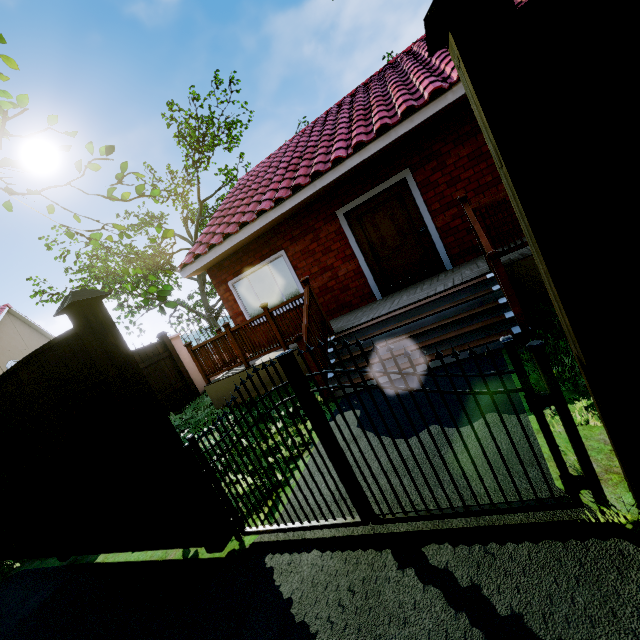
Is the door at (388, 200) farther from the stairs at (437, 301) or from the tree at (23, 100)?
the tree at (23, 100)

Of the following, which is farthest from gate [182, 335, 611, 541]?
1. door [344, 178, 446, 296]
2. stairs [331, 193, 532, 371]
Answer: door [344, 178, 446, 296]

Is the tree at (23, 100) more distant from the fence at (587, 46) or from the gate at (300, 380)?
the gate at (300, 380)

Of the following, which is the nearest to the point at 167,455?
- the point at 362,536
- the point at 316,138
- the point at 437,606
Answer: the point at 362,536

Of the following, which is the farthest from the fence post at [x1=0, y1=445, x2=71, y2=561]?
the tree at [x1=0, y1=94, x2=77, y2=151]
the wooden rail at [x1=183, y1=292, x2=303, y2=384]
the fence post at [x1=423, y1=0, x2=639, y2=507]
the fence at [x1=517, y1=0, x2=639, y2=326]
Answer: the fence post at [x1=423, y1=0, x2=639, y2=507]

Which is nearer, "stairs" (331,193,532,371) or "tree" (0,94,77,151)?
"tree" (0,94,77,151)

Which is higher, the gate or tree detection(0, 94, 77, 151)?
tree detection(0, 94, 77, 151)

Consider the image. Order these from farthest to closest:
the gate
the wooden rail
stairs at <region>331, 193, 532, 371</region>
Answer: the wooden rail → stairs at <region>331, 193, 532, 371</region> → the gate
